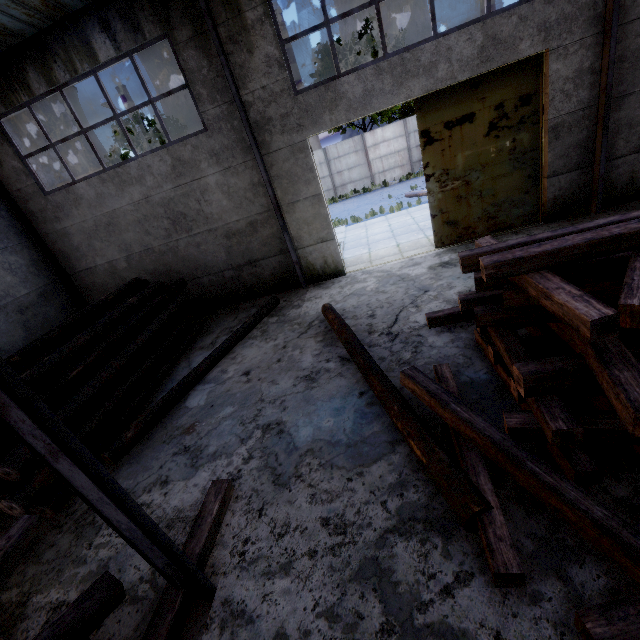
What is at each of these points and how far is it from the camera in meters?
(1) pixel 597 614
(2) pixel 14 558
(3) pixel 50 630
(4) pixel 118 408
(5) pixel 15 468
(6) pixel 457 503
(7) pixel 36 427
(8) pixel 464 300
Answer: (1) wooden beam pile, 2.2
(2) wooden beam pile, 3.1
(3) wooden beam pile, 2.7
(4) log pile, 6.5
(5) log pile, 4.5
(6) log, 3.0
(7) roof support, 2.1
(8) wooden beam pile, 4.9

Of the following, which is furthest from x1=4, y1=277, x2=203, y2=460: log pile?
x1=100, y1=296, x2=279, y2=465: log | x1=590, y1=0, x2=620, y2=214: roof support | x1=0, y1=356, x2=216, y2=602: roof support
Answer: x1=590, y1=0, x2=620, y2=214: roof support

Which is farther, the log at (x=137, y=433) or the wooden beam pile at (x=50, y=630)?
the log at (x=137, y=433)

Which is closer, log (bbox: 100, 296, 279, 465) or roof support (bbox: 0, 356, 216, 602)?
roof support (bbox: 0, 356, 216, 602)

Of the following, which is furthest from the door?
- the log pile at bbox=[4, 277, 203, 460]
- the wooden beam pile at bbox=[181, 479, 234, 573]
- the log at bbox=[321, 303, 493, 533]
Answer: the wooden beam pile at bbox=[181, 479, 234, 573]

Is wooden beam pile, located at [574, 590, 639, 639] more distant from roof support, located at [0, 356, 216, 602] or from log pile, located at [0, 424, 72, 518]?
log pile, located at [0, 424, 72, 518]

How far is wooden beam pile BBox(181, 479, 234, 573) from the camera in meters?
3.4 m

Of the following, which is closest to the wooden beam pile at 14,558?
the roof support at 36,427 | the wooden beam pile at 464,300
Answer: the roof support at 36,427
